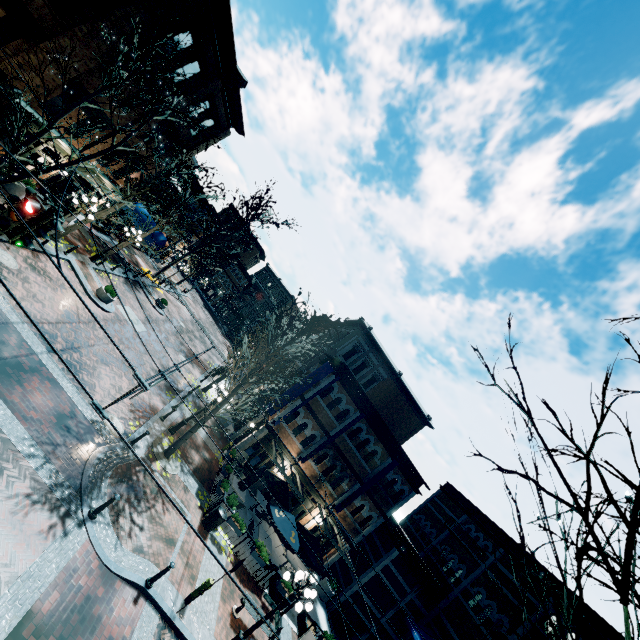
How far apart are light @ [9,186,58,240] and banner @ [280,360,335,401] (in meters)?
16.24

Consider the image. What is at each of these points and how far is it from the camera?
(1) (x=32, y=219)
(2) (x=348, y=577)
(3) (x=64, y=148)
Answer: (1) light, 6.0 meters
(2) building, 21.6 meters
(3) building, 16.9 meters

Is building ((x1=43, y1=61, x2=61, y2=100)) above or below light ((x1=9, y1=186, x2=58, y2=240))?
above

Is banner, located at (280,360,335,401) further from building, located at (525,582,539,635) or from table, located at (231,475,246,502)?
table, located at (231,475,246,502)

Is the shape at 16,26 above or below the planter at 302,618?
above

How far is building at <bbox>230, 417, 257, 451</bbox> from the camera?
20.4 meters

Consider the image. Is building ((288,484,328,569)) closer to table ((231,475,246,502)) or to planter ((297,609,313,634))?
table ((231,475,246,502))

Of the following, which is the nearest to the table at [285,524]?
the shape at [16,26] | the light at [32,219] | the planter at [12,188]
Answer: the light at [32,219]
